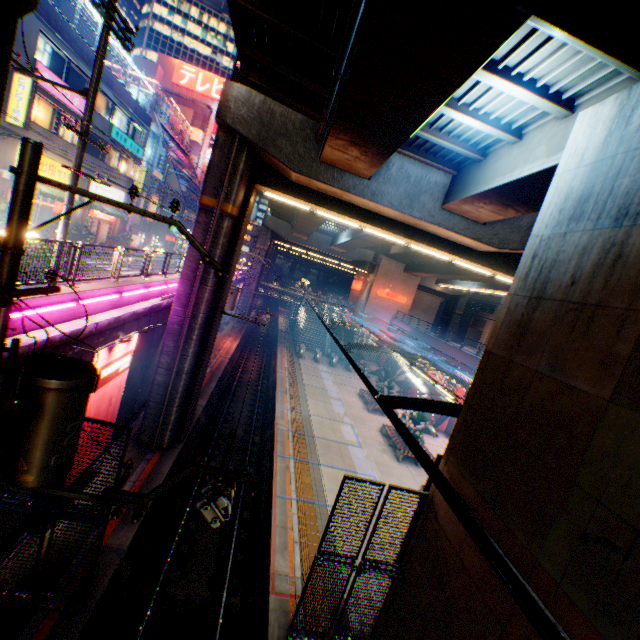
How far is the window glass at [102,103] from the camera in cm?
2377

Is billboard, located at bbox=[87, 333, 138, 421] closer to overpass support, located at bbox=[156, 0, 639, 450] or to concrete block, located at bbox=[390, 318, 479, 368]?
overpass support, located at bbox=[156, 0, 639, 450]

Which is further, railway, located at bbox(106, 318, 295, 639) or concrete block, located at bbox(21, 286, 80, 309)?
railway, located at bbox(106, 318, 295, 639)

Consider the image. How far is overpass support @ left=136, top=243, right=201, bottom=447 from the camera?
13.3 meters

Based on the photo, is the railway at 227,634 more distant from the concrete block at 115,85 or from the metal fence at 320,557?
the concrete block at 115,85

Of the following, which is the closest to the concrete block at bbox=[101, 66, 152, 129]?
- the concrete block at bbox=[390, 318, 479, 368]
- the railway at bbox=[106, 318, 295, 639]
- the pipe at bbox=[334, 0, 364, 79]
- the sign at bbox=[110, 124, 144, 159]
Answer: the sign at bbox=[110, 124, 144, 159]

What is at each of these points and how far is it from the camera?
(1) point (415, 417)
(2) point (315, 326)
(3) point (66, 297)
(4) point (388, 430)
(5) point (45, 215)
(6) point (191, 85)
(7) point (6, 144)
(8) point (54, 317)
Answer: (1) plants, 21.0 meters
(2) steps, 45.5 meters
(3) concrete block, 8.4 meters
(4) bench, 23.0 meters
(5) building, 22.8 meters
(6) signboard, 59.2 meters
(7) building, 17.0 meters
(8) concrete block, 8.1 meters

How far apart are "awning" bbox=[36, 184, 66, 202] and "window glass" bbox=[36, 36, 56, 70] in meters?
6.1 m
